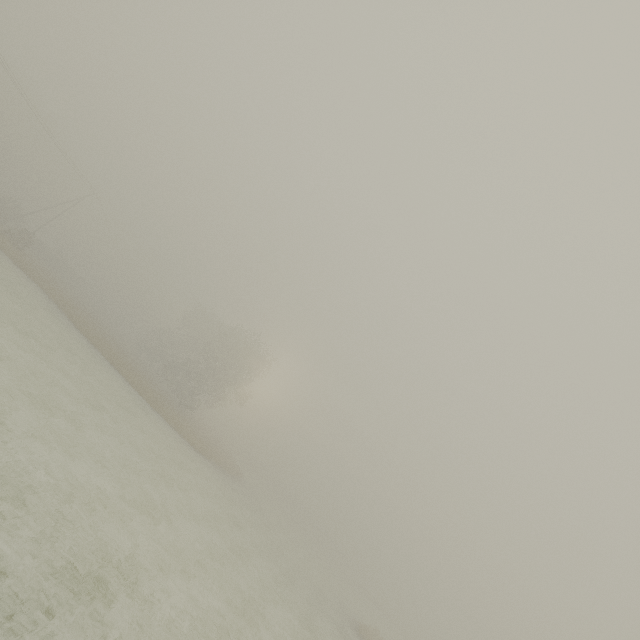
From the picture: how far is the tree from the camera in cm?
3975

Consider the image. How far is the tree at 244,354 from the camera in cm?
3975

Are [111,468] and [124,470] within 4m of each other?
yes
